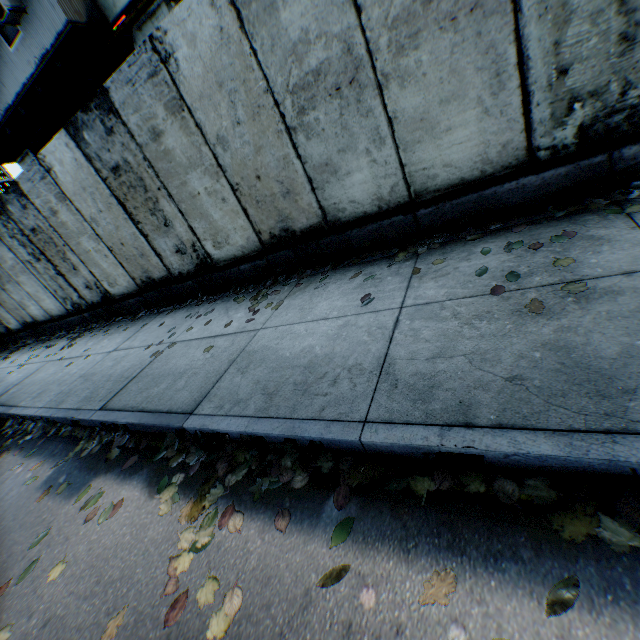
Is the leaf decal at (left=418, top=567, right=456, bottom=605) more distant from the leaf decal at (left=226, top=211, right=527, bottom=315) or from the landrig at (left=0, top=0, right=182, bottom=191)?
the landrig at (left=0, top=0, right=182, bottom=191)

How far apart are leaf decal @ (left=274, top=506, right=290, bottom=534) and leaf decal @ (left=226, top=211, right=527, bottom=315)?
1.9 meters

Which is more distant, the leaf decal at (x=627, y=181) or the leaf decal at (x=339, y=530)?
the leaf decal at (x=627, y=181)

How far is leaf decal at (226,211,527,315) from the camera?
3.6m

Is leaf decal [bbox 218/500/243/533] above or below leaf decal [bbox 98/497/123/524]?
below

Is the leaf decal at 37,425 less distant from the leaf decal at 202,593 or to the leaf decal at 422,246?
the leaf decal at 202,593

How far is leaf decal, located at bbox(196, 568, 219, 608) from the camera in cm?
180

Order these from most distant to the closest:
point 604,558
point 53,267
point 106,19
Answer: point 106,19
point 53,267
point 604,558
